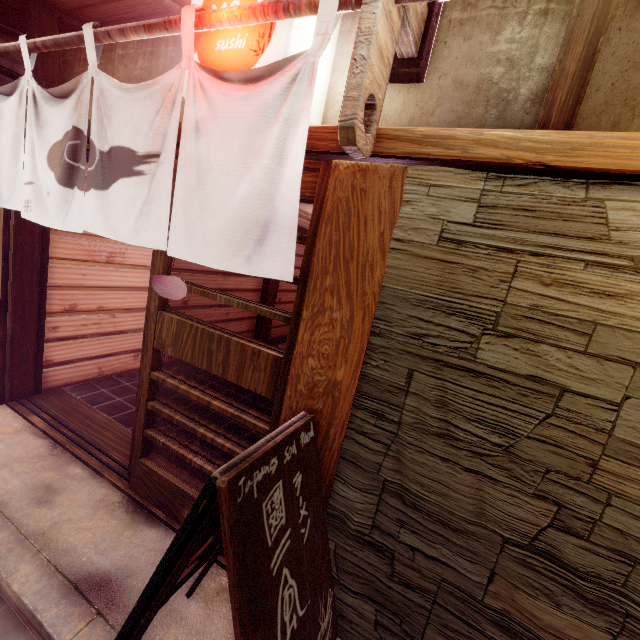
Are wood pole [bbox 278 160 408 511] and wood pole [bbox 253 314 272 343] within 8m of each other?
no

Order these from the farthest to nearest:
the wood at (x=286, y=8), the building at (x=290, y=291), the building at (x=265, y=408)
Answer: the building at (x=290, y=291) → the building at (x=265, y=408) → the wood at (x=286, y=8)

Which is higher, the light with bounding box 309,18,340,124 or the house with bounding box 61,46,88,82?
the house with bounding box 61,46,88,82

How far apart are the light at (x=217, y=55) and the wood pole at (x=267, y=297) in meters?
9.2 m

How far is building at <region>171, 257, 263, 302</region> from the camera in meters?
9.8 m

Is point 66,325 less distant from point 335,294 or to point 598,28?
point 335,294

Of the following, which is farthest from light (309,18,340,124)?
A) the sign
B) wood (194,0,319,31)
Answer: the sign

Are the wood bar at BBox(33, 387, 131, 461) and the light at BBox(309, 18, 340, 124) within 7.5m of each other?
yes
